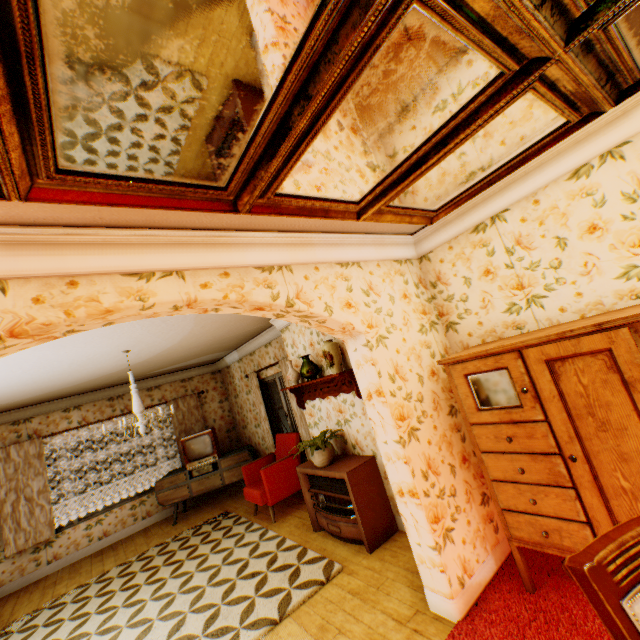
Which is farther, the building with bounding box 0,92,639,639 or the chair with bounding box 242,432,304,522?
the chair with bounding box 242,432,304,522

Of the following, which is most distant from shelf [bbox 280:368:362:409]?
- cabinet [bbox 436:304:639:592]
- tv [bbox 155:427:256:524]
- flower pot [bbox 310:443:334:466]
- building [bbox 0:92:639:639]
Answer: tv [bbox 155:427:256:524]

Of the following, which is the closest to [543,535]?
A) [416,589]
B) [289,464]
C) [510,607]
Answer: [510,607]

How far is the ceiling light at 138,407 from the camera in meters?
4.2 m

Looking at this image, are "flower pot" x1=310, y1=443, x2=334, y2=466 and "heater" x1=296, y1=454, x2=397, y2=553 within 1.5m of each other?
yes

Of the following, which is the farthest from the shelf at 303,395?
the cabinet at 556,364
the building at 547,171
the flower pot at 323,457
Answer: the cabinet at 556,364

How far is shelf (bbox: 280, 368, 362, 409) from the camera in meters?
4.0

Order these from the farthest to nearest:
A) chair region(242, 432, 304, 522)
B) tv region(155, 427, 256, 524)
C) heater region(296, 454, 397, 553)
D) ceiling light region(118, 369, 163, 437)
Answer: tv region(155, 427, 256, 524) < chair region(242, 432, 304, 522) < ceiling light region(118, 369, 163, 437) < heater region(296, 454, 397, 553)
